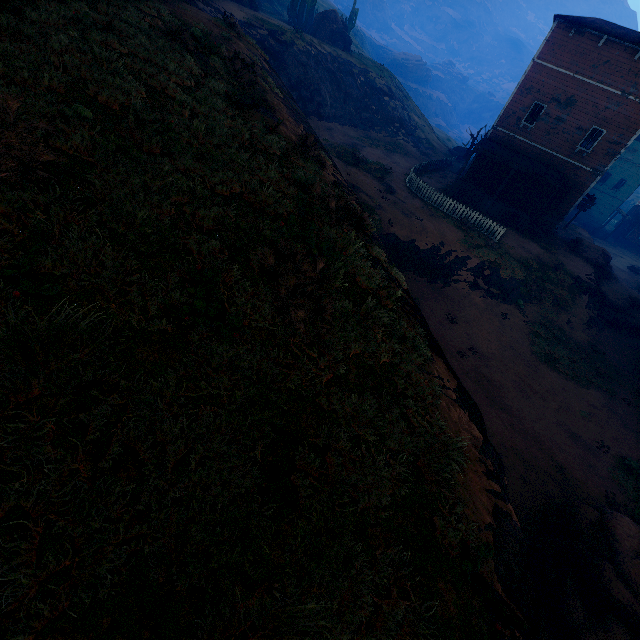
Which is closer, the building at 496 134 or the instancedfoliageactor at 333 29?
the building at 496 134

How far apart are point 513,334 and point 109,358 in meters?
18.8 m

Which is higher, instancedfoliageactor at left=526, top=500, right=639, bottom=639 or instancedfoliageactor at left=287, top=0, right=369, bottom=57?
instancedfoliageactor at left=287, top=0, right=369, bottom=57

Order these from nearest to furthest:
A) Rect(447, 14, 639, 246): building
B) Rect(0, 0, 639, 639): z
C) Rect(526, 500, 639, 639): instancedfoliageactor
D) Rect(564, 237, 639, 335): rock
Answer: Rect(0, 0, 639, 639): z, Rect(526, 500, 639, 639): instancedfoliageactor, Rect(447, 14, 639, 246): building, Rect(564, 237, 639, 335): rock

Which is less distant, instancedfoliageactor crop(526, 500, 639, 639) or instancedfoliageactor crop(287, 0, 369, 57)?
instancedfoliageactor crop(526, 500, 639, 639)

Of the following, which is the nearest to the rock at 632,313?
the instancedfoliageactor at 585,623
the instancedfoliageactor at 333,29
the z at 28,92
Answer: the z at 28,92

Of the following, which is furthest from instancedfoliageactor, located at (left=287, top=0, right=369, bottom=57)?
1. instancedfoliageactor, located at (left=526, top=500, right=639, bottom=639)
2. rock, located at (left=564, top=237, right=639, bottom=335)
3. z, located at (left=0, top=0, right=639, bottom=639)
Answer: instancedfoliageactor, located at (left=526, top=500, right=639, bottom=639)

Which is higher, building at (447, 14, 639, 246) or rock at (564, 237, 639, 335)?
building at (447, 14, 639, 246)
